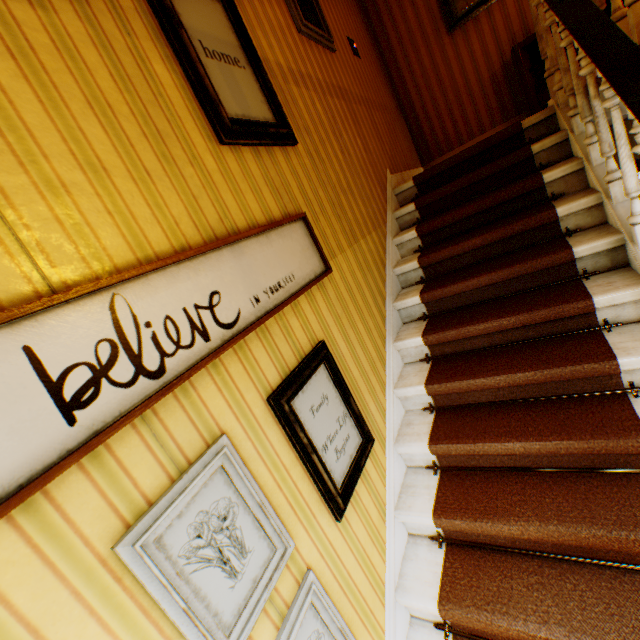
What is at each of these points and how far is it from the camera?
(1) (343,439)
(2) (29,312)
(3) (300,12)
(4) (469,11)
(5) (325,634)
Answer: (1) picture frame, 1.82m
(2) picture frame, 0.83m
(3) picture frame, 2.75m
(4) painting, 4.40m
(5) picture frame, 1.38m

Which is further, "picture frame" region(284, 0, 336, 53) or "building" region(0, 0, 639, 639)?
"picture frame" region(284, 0, 336, 53)

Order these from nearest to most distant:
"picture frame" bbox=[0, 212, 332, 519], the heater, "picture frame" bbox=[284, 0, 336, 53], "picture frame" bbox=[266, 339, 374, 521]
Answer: "picture frame" bbox=[0, 212, 332, 519], "picture frame" bbox=[266, 339, 374, 521], "picture frame" bbox=[284, 0, 336, 53], the heater

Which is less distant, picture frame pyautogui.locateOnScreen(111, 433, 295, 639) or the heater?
picture frame pyautogui.locateOnScreen(111, 433, 295, 639)

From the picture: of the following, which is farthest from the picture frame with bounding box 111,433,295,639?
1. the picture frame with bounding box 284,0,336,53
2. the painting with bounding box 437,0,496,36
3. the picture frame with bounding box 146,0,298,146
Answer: the painting with bounding box 437,0,496,36

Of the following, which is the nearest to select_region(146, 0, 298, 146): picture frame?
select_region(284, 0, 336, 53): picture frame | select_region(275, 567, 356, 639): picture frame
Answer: select_region(284, 0, 336, 53): picture frame

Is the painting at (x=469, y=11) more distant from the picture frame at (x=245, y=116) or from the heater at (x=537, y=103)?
the picture frame at (x=245, y=116)

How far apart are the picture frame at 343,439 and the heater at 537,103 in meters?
4.6
